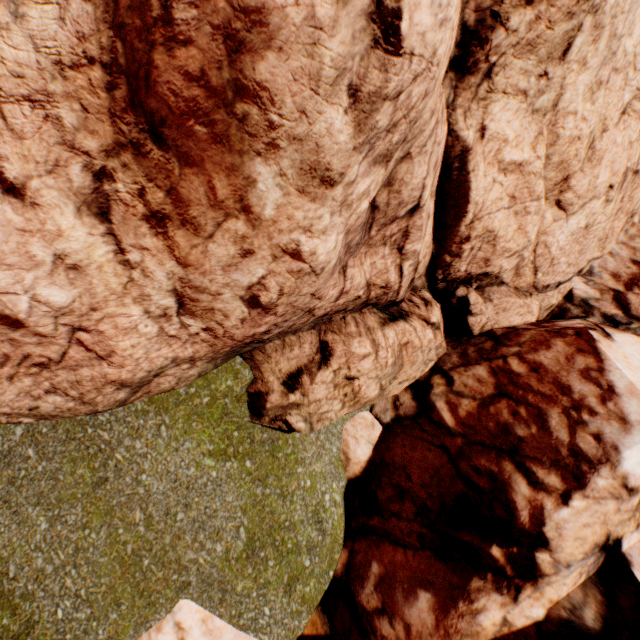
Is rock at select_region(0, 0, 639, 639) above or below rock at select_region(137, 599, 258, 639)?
above

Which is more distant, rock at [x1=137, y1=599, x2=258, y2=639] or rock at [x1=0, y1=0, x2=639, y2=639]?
rock at [x1=137, y1=599, x2=258, y2=639]

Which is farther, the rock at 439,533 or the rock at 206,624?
the rock at 206,624

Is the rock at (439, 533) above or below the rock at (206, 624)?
above

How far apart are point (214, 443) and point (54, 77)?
3.7 meters
